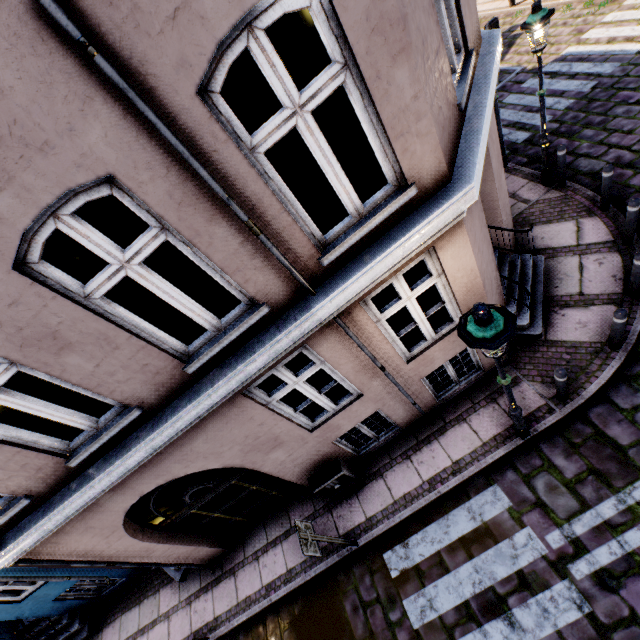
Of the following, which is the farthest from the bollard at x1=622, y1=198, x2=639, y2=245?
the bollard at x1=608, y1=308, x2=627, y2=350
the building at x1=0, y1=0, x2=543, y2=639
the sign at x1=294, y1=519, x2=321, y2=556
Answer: the sign at x1=294, y1=519, x2=321, y2=556

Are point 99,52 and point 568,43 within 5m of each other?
no

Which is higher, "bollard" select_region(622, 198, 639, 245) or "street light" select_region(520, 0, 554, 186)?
"street light" select_region(520, 0, 554, 186)

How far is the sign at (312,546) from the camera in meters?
4.7 m

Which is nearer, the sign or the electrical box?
the sign

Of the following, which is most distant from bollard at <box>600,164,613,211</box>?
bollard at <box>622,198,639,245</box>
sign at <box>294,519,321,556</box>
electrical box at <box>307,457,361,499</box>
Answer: sign at <box>294,519,321,556</box>

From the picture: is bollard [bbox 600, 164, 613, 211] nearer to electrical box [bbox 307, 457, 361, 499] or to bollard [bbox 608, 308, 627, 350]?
bollard [bbox 608, 308, 627, 350]

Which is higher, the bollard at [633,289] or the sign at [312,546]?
the sign at [312,546]
